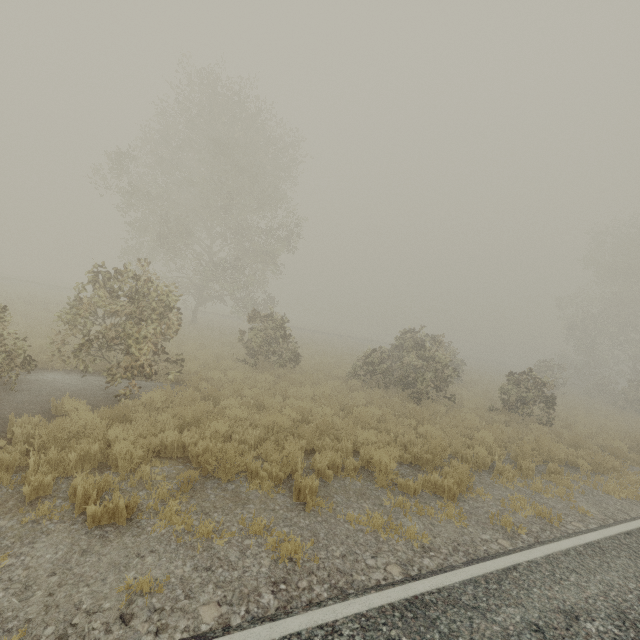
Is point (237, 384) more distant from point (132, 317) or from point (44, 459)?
point (44, 459)

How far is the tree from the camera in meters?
14.2 m

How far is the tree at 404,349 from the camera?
14.20m
